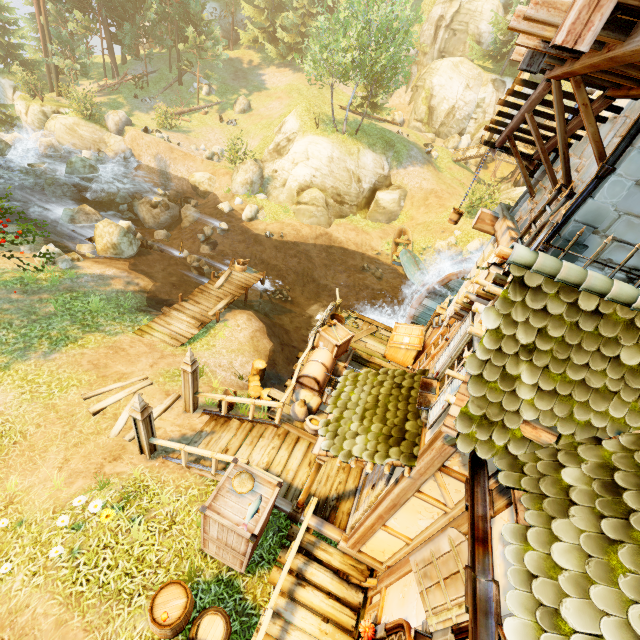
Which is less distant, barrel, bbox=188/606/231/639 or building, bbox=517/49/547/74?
building, bbox=517/49/547/74

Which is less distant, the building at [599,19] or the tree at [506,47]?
the building at [599,19]

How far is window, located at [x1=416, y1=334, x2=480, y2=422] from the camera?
4.4 meters

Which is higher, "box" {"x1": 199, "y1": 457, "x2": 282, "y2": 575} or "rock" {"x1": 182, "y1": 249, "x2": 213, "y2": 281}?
"box" {"x1": 199, "y1": 457, "x2": 282, "y2": 575}

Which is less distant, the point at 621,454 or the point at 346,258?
the point at 621,454

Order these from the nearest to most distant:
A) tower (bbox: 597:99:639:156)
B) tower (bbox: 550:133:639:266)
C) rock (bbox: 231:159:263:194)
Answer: tower (bbox: 550:133:639:266), tower (bbox: 597:99:639:156), rock (bbox: 231:159:263:194)

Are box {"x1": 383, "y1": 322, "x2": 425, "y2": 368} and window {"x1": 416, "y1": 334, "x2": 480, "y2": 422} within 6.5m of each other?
yes

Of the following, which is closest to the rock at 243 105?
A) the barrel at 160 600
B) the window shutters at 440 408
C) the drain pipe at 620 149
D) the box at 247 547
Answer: the drain pipe at 620 149
